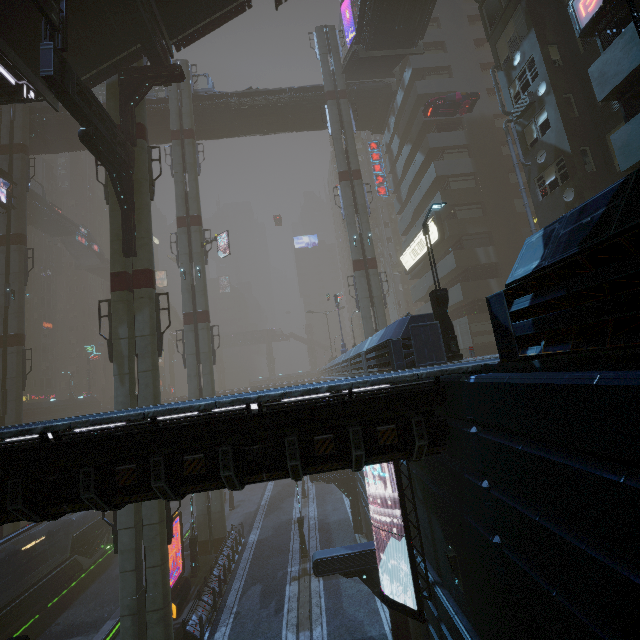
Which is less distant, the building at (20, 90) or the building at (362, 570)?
the building at (362, 570)

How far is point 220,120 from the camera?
35.2 meters

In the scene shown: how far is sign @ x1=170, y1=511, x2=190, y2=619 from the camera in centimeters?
1836cm

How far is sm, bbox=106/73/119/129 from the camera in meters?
18.7 m

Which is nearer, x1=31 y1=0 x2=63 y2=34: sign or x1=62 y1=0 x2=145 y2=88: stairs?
x1=31 y1=0 x2=63 y2=34: sign

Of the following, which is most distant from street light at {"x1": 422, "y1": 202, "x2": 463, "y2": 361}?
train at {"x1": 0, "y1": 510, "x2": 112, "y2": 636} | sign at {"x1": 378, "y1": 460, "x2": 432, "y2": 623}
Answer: train at {"x1": 0, "y1": 510, "x2": 112, "y2": 636}

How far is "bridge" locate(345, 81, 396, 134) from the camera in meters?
33.9 m

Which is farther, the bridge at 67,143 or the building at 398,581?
the bridge at 67,143
